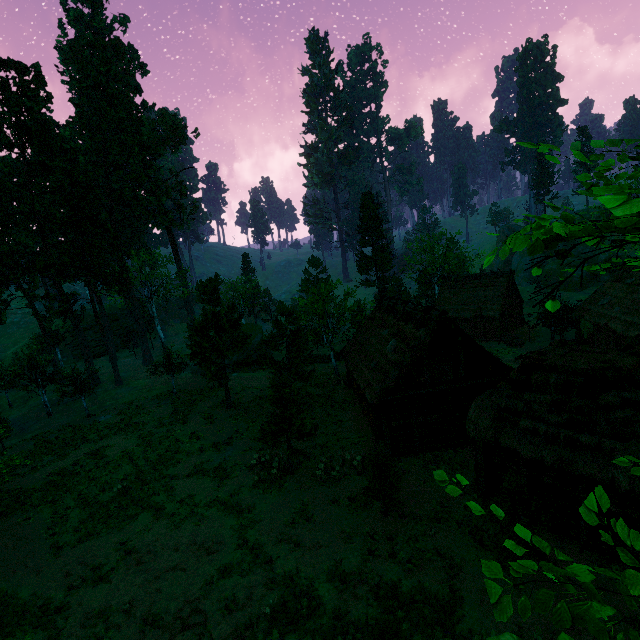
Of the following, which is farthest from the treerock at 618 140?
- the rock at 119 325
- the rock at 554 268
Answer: the rock at 554 268

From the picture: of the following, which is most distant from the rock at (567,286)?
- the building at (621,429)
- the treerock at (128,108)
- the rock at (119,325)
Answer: the rock at (119,325)

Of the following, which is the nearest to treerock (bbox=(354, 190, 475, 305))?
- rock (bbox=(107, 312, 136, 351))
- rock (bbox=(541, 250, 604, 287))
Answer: rock (bbox=(107, 312, 136, 351))

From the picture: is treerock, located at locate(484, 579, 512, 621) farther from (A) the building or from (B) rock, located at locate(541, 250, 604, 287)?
(B) rock, located at locate(541, 250, 604, 287)

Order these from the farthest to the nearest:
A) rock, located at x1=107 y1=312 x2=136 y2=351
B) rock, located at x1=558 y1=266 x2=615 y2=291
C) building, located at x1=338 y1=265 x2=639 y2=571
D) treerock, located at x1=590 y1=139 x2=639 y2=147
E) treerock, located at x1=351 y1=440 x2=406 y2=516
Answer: rock, located at x1=107 y1=312 x2=136 y2=351
rock, located at x1=558 y1=266 x2=615 y2=291
treerock, located at x1=351 y1=440 x2=406 y2=516
building, located at x1=338 y1=265 x2=639 y2=571
treerock, located at x1=590 y1=139 x2=639 y2=147

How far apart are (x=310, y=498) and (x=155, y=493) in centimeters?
918cm

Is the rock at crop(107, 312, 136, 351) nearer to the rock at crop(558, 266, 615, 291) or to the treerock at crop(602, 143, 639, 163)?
the treerock at crop(602, 143, 639, 163)
